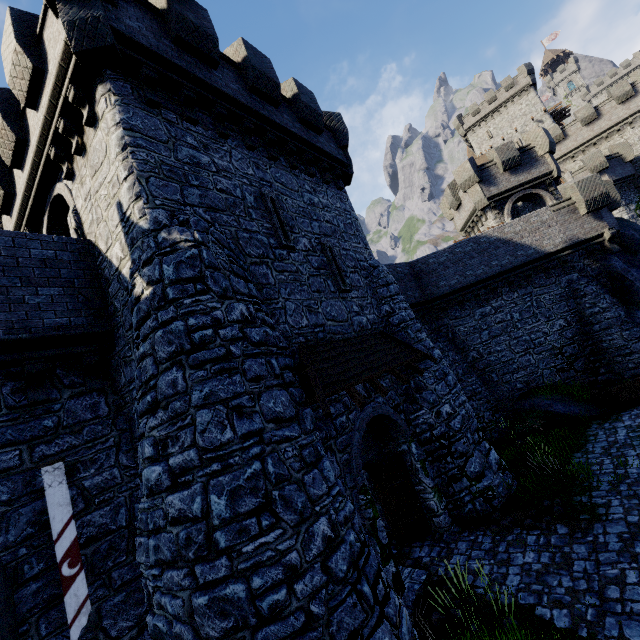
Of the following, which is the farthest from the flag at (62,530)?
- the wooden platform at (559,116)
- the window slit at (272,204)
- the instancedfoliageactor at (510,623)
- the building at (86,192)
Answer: the wooden platform at (559,116)

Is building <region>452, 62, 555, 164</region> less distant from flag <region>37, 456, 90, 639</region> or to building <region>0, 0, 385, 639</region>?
building <region>0, 0, 385, 639</region>

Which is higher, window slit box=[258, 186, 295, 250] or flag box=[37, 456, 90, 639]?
window slit box=[258, 186, 295, 250]

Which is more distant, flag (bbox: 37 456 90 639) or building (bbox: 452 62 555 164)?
building (bbox: 452 62 555 164)

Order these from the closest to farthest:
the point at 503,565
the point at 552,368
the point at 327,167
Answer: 1. the point at 503,565
2. the point at 327,167
3. the point at 552,368

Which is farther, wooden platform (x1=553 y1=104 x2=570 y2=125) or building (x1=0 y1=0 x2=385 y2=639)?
wooden platform (x1=553 y1=104 x2=570 y2=125)

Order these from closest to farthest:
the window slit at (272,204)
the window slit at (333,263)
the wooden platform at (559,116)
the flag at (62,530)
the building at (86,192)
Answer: the flag at (62,530) < the building at (86,192) < the window slit at (272,204) < the window slit at (333,263) < the wooden platform at (559,116)

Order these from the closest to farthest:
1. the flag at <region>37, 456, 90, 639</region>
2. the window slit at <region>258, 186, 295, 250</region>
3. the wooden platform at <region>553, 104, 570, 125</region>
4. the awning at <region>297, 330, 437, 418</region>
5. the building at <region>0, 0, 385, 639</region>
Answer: the flag at <region>37, 456, 90, 639</region> → the building at <region>0, 0, 385, 639</region> → the awning at <region>297, 330, 437, 418</region> → the window slit at <region>258, 186, 295, 250</region> → the wooden platform at <region>553, 104, 570, 125</region>
